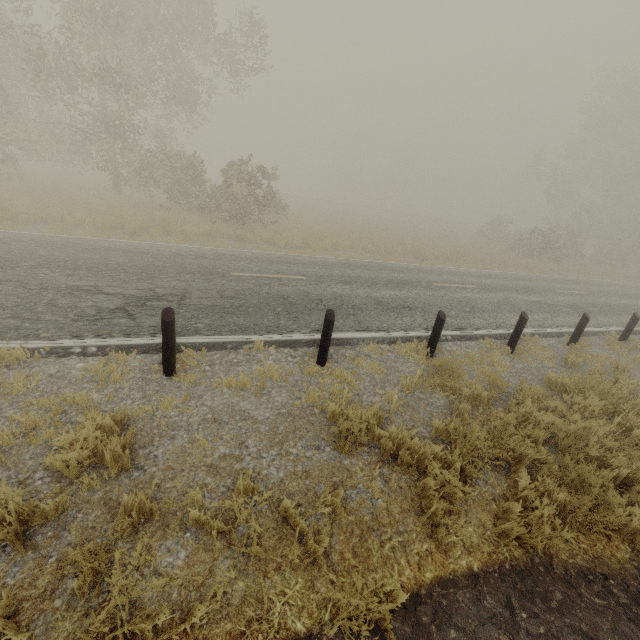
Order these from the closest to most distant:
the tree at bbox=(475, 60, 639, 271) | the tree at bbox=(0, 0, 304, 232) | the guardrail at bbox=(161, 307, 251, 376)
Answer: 1. the guardrail at bbox=(161, 307, 251, 376)
2. the tree at bbox=(0, 0, 304, 232)
3. the tree at bbox=(475, 60, 639, 271)

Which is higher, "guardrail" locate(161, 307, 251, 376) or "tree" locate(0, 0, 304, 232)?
"tree" locate(0, 0, 304, 232)

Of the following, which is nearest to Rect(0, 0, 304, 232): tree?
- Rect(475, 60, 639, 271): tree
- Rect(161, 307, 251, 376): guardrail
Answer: Rect(161, 307, 251, 376): guardrail

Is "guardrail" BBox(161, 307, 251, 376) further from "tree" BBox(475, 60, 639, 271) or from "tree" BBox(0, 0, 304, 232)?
"tree" BBox(475, 60, 639, 271)

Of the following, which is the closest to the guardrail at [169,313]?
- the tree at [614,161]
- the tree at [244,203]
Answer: the tree at [244,203]

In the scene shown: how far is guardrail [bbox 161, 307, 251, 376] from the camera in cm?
455

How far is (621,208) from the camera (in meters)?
42.09
